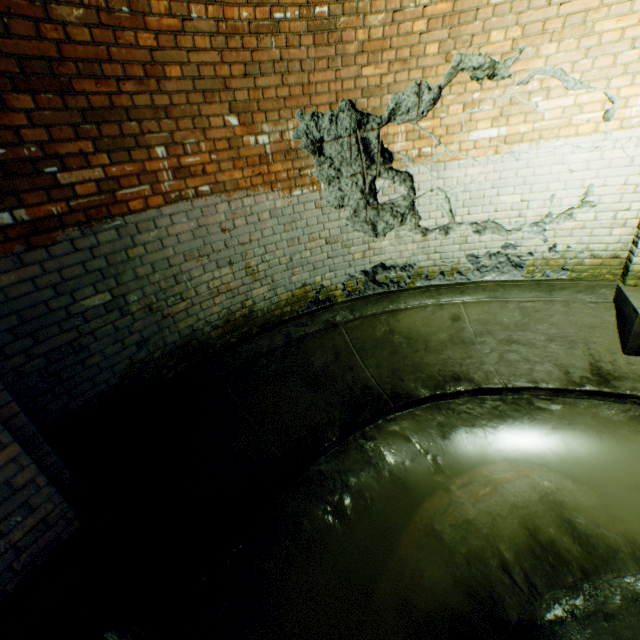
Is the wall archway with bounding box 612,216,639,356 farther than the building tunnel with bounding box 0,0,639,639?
Yes

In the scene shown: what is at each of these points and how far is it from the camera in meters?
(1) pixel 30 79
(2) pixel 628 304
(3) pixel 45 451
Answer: (1) building tunnel, 2.1 m
(2) wall archway, 3.5 m
(3) wall archway, 2.2 m

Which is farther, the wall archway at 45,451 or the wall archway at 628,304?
the wall archway at 628,304

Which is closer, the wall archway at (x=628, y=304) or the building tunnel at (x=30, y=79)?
the building tunnel at (x=30, y=79)

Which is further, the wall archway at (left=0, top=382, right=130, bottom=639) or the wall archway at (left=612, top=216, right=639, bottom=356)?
the wall archway at (left=612, top=216, right=639, bottom=356)
